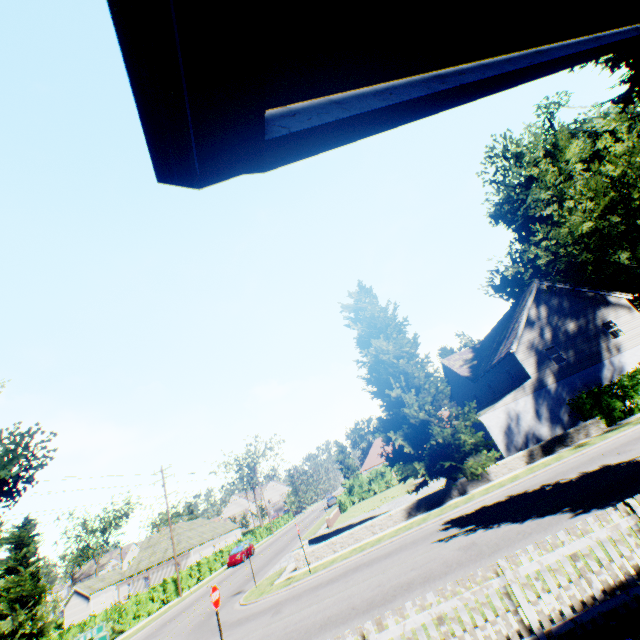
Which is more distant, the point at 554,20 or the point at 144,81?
the point at 554,20

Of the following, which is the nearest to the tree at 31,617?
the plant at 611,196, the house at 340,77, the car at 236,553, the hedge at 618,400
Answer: the hedge at 618,400

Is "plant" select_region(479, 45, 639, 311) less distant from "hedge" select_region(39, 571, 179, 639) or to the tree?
the tree

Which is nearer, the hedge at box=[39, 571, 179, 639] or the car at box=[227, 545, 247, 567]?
the hedge at box=[39, 571, 179, 639]

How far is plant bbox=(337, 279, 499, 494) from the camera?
19.19m

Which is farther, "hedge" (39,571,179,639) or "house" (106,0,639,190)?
"hedge" (39,571,179,639)

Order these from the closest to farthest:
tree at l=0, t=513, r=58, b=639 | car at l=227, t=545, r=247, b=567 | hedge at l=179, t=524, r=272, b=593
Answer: tree at l=0, t=513, r=58, b=639, hedge at l=179, t=524, r=272, b=593, car at l=227, t=545, r=247, b=567

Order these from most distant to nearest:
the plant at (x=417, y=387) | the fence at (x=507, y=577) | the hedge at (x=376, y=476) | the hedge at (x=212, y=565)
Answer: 1. the hedge at (x=376, y=476)
2. the hedge at (x=212, y=565)
3. the plant at (x=417, y=387)
4. the fence at (x=507, y=577)
